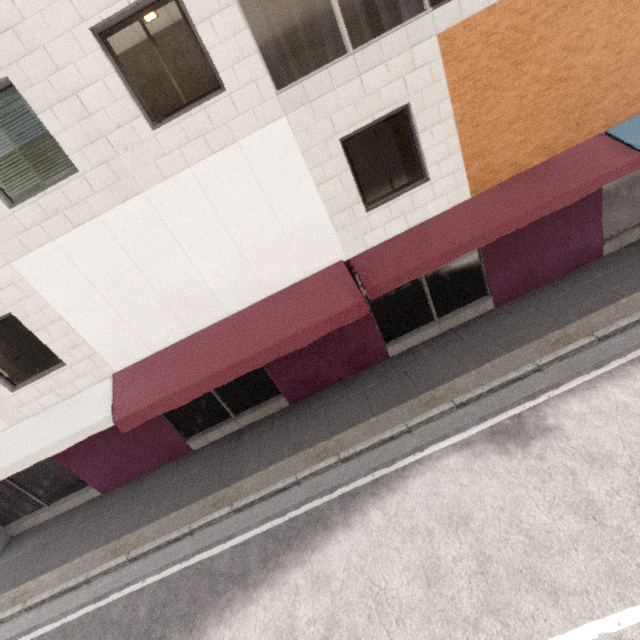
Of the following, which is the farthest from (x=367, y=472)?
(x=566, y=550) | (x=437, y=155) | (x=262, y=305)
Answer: (x=437, y=155)
